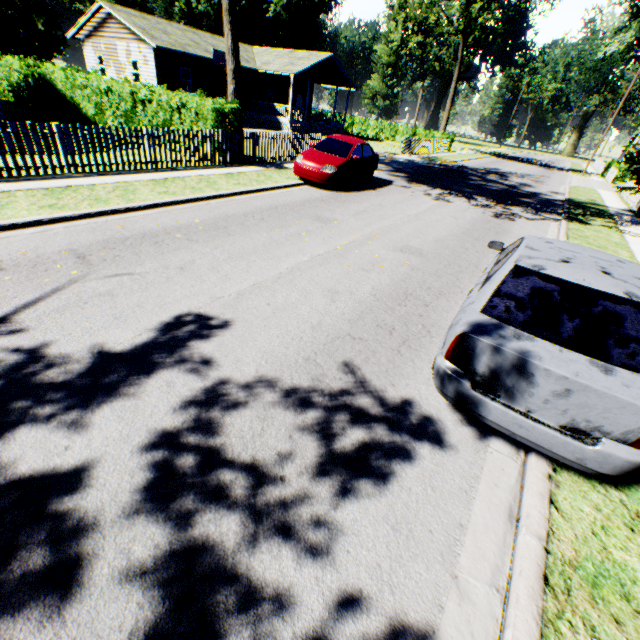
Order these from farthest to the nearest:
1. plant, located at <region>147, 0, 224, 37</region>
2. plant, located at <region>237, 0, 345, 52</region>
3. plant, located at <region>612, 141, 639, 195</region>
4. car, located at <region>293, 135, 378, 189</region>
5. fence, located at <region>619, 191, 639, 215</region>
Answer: plant, located at <region>147, 0, 224, 37</region> < plant, located at <region>237, 0, 345, 52</region> < fence, located at <region>619, 191, 639, 215</region> < plant, located at <region>612, 141, 639, 195</region> < car, located at <region>293, 135, 378, 189</region>

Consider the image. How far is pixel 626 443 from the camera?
2.6 meters

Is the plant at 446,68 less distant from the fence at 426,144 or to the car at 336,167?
the fence at 426,144

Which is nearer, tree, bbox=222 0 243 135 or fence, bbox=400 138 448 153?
tree, bbox=222 0 243 135

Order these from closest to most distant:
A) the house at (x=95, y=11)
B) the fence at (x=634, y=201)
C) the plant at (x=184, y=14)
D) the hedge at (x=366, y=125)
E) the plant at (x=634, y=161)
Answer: the plant at (x=634, y=161) → the fence at (x=634, y=201) → the house at (x=95, y=11) → the hedge at (x=366, y=125) → the plant at (x=184, y=14)

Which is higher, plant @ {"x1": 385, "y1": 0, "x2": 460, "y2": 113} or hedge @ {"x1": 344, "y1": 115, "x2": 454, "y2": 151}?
plant @ {"x1": 385, "y1": 0, "x2": 460, "y2": 113}

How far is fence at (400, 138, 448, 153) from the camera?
27.2 meters

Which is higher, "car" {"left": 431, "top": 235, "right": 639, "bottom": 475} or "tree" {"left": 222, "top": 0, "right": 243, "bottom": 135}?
"tree" {"left": 222, "top": 0, "right": 243, "bottom": 135}
